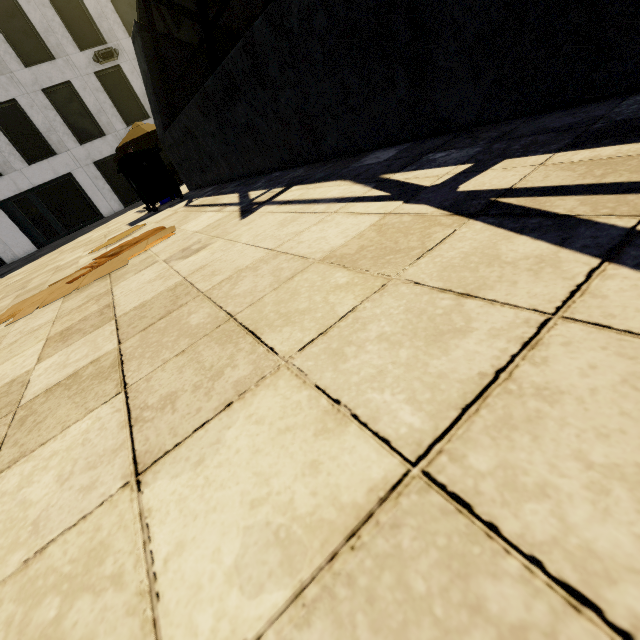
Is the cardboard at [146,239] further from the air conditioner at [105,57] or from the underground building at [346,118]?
the air conditioner at [105,57]

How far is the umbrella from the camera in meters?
13.7 m

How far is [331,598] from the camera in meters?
0.4

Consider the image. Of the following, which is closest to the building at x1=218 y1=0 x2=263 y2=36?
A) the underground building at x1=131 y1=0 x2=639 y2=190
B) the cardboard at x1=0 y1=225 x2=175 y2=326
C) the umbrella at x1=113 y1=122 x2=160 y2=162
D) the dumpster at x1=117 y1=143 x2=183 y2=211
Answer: the underground building at x1=131 y1=0 x2=639 y2=190

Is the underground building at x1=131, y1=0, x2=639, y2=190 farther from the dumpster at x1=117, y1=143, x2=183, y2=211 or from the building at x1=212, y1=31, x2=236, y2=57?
the building at x1=212, y1=31, x2=236, y2=57

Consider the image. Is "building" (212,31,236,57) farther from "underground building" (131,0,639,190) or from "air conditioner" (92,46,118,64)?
"underground building" (131,0,639,190)

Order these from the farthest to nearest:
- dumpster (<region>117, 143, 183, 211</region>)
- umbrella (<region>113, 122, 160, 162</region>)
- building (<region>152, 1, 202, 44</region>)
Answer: building (<region>152, 1, 202, 44</region>) < umbrella (<region>113, 122, 160, 162</region>) < dumpster (<region>117, 143, 183, 211</region>)

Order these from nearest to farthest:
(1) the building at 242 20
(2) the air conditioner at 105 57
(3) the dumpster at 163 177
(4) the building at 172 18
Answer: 1. (3) the dumpster at 163 177
2. (2) the air conditioner at 105 57
3. (4) the building at 172 18
4. (1) the building at 242 20
